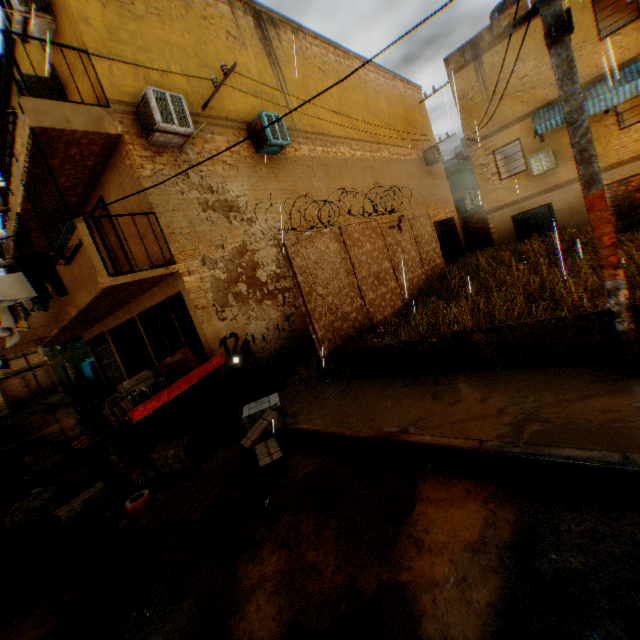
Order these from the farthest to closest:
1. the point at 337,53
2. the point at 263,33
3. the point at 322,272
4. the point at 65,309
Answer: the point at 337,53, the point at 263,33, the point at 65,309, the point at 322,272

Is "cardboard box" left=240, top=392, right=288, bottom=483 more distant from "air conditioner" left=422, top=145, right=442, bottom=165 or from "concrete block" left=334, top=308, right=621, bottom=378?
"air conditioner" left=422, top=145, right=442, bottom=165

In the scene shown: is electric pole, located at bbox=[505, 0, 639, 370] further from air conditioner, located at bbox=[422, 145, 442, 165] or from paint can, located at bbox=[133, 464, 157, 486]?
air conditioner, located at bbox=[422, 145, 442, 165]

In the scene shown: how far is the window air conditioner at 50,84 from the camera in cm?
757

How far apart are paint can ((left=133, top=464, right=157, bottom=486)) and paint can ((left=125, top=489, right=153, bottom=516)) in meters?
0.5 m

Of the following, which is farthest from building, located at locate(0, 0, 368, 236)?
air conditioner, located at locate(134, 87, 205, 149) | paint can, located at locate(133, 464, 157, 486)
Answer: paint can, located at locate(133, 464, 157, 486)

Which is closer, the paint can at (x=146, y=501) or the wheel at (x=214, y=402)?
the paint can at (x=146, y=501)

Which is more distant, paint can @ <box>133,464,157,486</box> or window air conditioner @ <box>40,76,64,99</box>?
window air conditioner @ <box>40,76,64,99</box>
